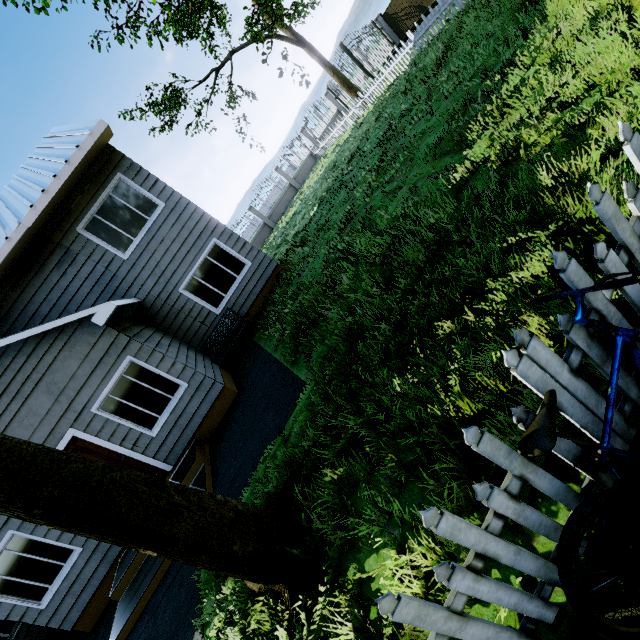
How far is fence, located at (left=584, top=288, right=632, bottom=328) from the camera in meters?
1.5

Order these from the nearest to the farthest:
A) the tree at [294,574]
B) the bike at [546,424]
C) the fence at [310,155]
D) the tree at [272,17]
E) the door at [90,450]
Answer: the bike at [546,424] → the tree at [294,574] → the tree at [272,17] → the door at [90,450] → the fence at [310,155]

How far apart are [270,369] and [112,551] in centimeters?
534cm

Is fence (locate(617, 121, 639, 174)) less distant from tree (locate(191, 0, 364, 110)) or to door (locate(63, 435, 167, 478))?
tree (locate(191, 0, 364, 110))

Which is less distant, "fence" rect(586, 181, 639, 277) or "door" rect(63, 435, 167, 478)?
"fence" rect(586, 181, 639, 277)

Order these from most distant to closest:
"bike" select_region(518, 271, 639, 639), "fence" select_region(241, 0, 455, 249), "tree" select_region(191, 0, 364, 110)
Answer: "fence" select_region(241, 0, 455, 249)
"tree" select_region(191, 0, 364, 110)
"bike" select_region(518, 271, 639, 639)

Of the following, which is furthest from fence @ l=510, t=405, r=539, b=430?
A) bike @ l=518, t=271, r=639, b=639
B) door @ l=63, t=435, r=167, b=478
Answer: door @ l=63, t=435, r=167, b=478

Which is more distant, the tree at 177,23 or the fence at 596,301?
the tree at 177,23
